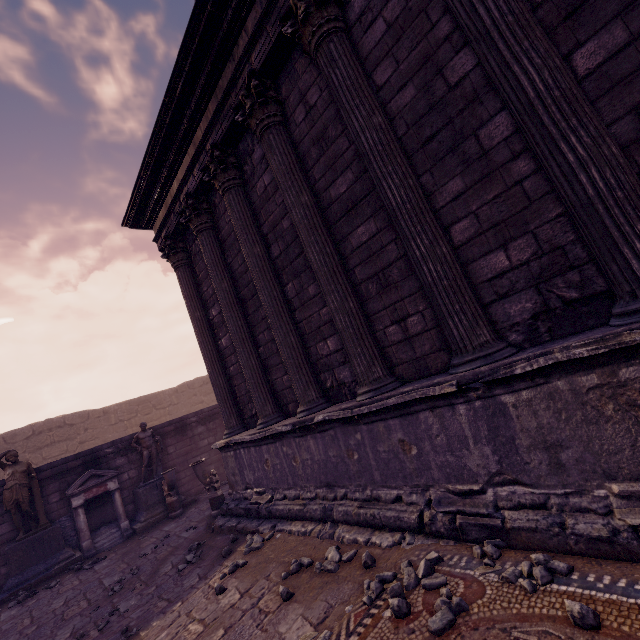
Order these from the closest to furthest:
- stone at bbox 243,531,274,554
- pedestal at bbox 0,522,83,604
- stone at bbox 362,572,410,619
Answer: stone at bbox 362,572,410,619 → stone at bbox 243,531,274,554 → pedestal at bbox 0,522,83,604

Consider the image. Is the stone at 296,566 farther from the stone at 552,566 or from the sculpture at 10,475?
the sculpture at 10,475

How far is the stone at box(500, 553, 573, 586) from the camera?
2.3m

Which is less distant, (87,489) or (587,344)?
(587,344)

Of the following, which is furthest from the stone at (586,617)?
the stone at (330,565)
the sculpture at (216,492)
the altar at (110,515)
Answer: the altar at (110,515)

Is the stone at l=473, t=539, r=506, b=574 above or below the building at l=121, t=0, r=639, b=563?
below

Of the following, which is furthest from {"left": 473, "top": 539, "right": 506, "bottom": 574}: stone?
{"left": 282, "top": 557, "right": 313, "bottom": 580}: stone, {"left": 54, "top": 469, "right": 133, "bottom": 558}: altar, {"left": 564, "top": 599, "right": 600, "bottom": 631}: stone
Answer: {"left": 54, "top": 469, "right": 133, "bottom": 558}: altar
